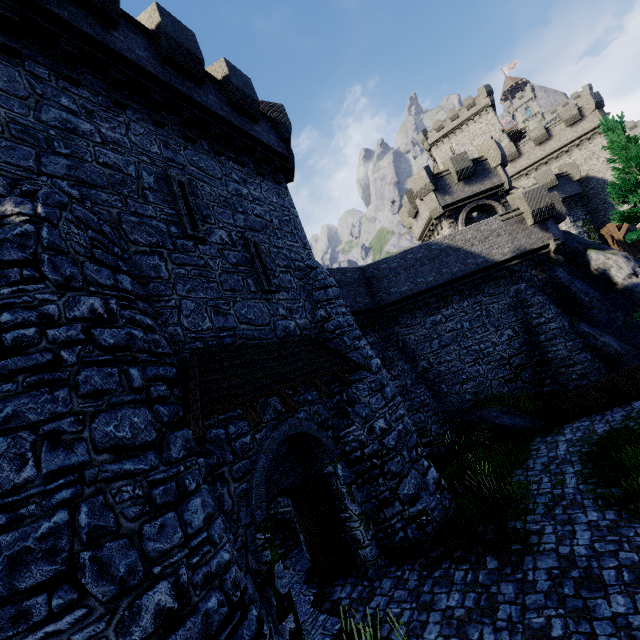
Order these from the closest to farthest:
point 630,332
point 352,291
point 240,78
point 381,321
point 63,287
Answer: point 63,287 < point 240,78 < point 630,332 < point 352,291 < point 381,321

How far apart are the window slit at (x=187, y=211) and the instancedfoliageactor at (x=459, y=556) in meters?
9.9 m

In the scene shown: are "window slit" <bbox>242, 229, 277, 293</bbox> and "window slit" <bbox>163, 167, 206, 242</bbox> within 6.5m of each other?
yes

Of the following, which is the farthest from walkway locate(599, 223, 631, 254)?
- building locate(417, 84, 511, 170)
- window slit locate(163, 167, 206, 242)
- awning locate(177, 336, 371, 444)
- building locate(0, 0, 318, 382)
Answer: window slit locate(163, 167, 206, 242)

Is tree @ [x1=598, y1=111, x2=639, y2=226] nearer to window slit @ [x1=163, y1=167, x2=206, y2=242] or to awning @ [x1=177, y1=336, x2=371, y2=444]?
awning @ [x1=177, y1=336, x2=371, y2=444]

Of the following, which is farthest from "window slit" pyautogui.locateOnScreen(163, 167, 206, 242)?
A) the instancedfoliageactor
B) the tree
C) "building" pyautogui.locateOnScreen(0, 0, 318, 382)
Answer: the tree

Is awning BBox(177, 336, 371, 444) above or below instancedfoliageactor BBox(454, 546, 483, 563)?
above

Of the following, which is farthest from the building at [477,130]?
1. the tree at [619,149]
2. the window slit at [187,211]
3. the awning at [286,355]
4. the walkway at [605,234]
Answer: the window slit at [187,211]
